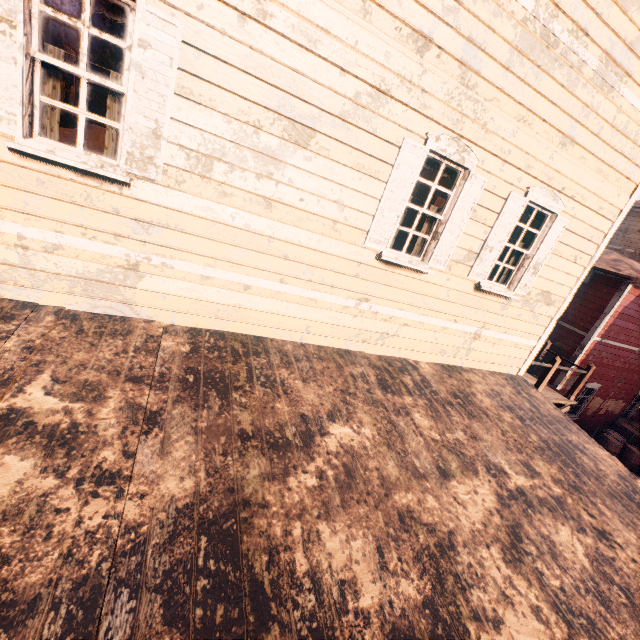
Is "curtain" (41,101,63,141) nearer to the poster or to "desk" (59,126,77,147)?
"desk" (59,126,77,147)

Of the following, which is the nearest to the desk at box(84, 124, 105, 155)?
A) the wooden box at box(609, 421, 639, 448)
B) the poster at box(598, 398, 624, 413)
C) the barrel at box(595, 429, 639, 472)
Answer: the barrel at box(595, 429, 639, 472)

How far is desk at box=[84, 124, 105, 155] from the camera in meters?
3.2

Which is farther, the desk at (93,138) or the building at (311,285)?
the desk at (93,138)

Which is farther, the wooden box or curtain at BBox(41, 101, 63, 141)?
the wooden box

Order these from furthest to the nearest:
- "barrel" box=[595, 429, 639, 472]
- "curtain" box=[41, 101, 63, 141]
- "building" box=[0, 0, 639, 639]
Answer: "barrel" box=[595, 429, 639, 472]
"curtain" box=[41, 101, 63, 141]
"building" box=[0, 0, 639, 639]

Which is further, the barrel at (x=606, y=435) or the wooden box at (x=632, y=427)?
the wooden box at (x=632, y=427)

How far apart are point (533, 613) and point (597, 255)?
6.01m
